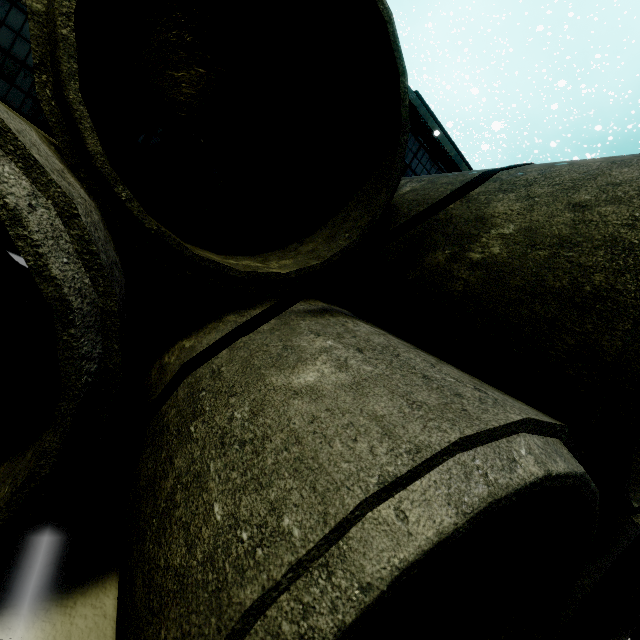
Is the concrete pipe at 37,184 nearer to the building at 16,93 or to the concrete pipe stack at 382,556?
the concrete pipe stack at 382,556

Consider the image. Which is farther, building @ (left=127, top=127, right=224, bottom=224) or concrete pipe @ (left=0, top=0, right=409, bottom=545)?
building @ (left=127, top=127, right=224, bottom=224)

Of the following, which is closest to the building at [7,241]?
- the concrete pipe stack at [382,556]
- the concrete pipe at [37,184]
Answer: the concrete pipe stack at [382,556]

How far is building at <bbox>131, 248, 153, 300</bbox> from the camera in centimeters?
656cm

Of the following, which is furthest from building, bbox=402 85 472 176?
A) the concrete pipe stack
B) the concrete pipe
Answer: the concrete pipe

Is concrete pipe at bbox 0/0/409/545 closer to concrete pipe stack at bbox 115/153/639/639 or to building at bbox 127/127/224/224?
concrete pipe stack at bbox 115/153/639/639

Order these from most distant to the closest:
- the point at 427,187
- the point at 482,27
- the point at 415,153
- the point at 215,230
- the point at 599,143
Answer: the point at 599,143 → the point at 482,27 → the point at 415,153 → the point at 215,230 → the point at 427,187
